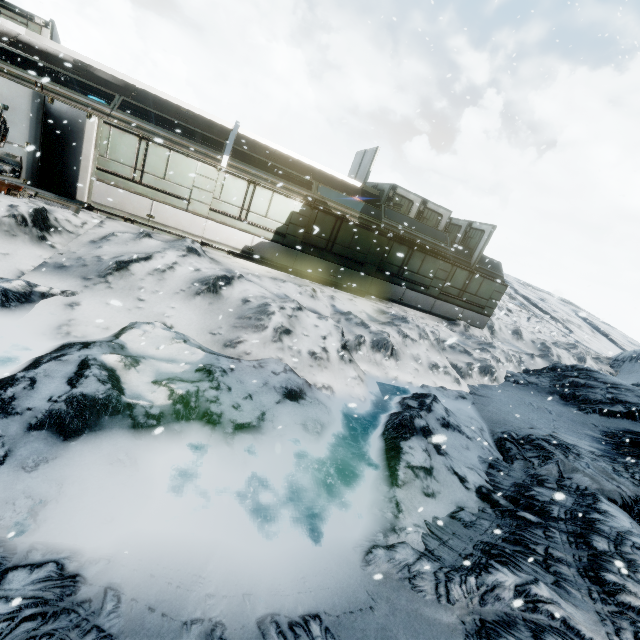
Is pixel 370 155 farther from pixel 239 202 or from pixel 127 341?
pixel 127 341
